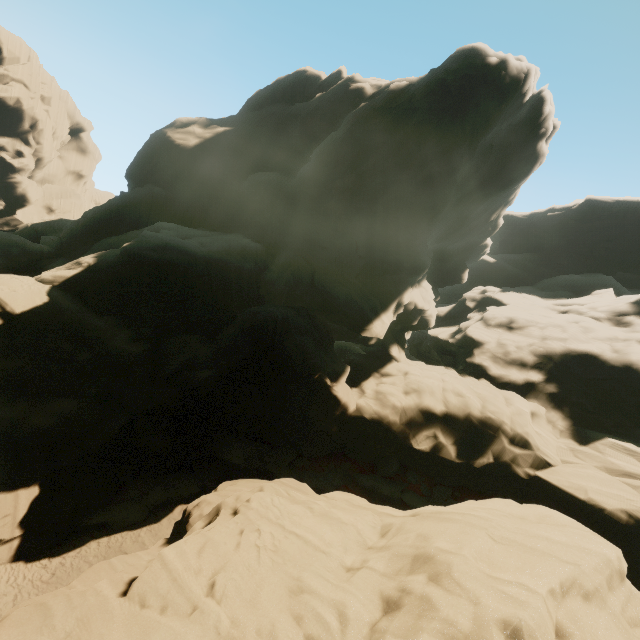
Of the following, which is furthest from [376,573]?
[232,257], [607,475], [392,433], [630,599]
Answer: [232,257]

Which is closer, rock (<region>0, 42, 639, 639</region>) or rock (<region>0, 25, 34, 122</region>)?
rock (<region>0, 42, 639, 639</region>)

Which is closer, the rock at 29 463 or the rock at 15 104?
the rock at 29 463
